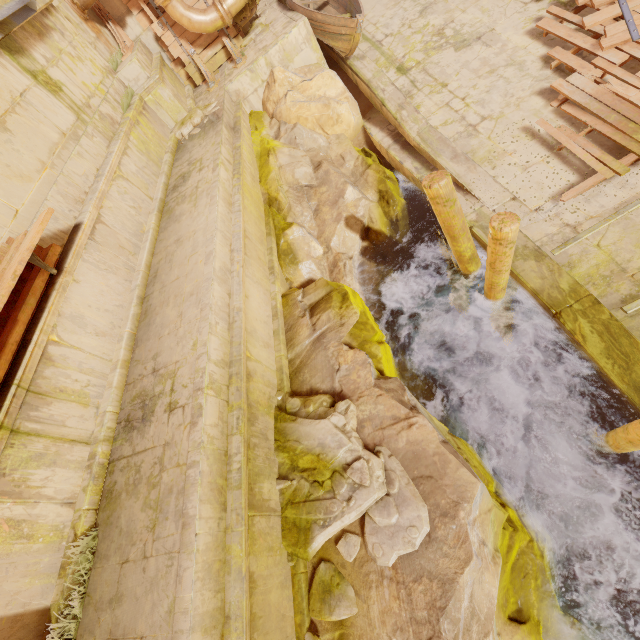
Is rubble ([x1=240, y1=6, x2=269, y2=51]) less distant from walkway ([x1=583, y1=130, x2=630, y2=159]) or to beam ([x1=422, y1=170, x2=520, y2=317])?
walkway ([x1=583, y1=130, x2=630, y2=159])

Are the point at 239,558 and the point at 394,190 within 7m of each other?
no

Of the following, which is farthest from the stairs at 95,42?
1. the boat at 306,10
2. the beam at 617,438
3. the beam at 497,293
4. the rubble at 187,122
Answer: the beam at 617,438

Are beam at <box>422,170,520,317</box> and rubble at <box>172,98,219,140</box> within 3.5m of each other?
no

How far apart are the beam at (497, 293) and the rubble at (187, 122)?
7.7m

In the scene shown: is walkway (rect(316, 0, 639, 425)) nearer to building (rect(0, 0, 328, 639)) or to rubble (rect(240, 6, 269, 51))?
building (rect(0, 0, 328, 639))

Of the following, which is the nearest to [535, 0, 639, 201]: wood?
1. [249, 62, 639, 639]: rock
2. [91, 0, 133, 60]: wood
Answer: [249, 62, 639, 639]: rock

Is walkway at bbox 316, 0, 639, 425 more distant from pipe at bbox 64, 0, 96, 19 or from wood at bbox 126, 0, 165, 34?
wood at bbox 126, 0, 165, 34
